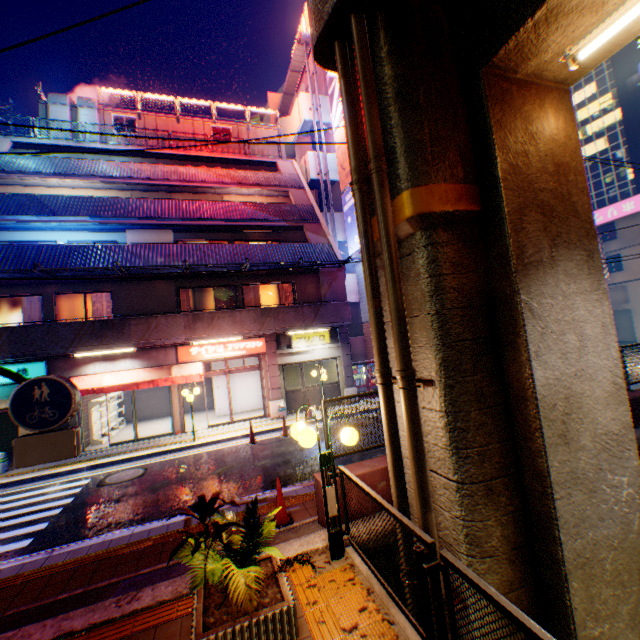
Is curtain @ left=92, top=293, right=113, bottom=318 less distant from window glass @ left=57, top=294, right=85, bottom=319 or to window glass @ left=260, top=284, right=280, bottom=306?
window glass @ left=57, top=294, right=85, bottom=319

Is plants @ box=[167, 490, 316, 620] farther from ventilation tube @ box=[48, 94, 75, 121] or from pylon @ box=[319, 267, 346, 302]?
ventilation tube @ box=[48, 94, 75, 121]

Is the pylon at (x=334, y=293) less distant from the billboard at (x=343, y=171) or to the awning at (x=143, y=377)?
the awning at (x=143, y=377)

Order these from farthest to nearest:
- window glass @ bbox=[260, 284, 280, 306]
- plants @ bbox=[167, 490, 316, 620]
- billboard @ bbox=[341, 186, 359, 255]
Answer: billboard @ bbox=[341, 186, 359, 255]
window glass @ bbox=[260, 284, 280, 306]
plants @ bbox=[167, 490, 316, 620]

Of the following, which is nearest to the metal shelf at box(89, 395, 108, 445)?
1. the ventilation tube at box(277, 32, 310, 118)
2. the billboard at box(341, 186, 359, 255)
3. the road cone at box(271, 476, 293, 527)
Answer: the road cone at box(271, 476, 293, 527)

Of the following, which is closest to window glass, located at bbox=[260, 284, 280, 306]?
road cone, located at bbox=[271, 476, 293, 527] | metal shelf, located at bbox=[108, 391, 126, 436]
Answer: metal shelf, located at bbox=[108, 391, 126, 436]

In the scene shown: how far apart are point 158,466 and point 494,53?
13.5 meters

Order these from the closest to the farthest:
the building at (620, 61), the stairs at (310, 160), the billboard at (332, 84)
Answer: the billboard at (332, 84), the stairs at (310, 160), the building at (620, 61)
